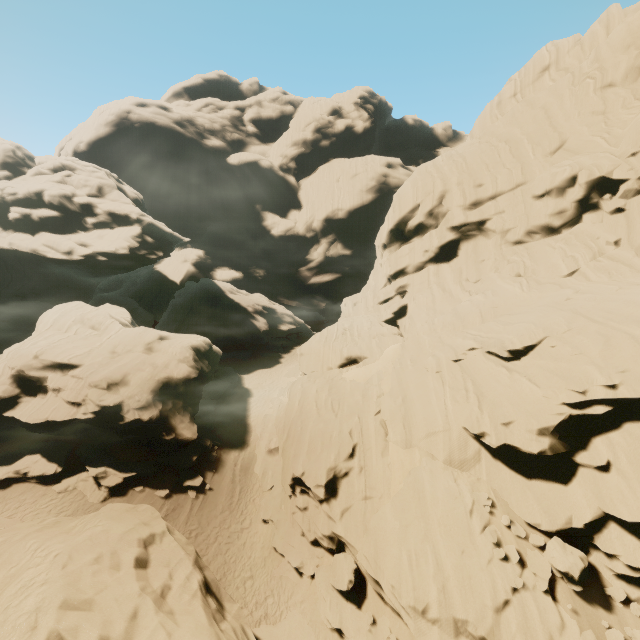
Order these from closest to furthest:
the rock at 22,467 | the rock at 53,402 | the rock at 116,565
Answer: the rock at 116,565 → the rock at 53,402 → the rock at 22,467

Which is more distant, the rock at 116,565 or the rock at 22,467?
the rock at 22,467

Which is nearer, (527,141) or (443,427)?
(443,427)

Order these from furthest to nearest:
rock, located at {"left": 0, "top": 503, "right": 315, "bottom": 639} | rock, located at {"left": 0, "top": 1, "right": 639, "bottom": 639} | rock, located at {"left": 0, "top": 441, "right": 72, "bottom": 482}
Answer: rock, located at {"left": 0, "top": 441, "right": 72, "bottom": 482} < rock, located at {"left": 0, "top": 1, "right": 639, "bottom": 639} < rock, located at {"left": 0, "top": 503, "right": 315, "bottom": 639}

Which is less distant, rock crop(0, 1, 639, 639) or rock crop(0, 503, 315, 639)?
rock crop(0, 503, 315, 639)
